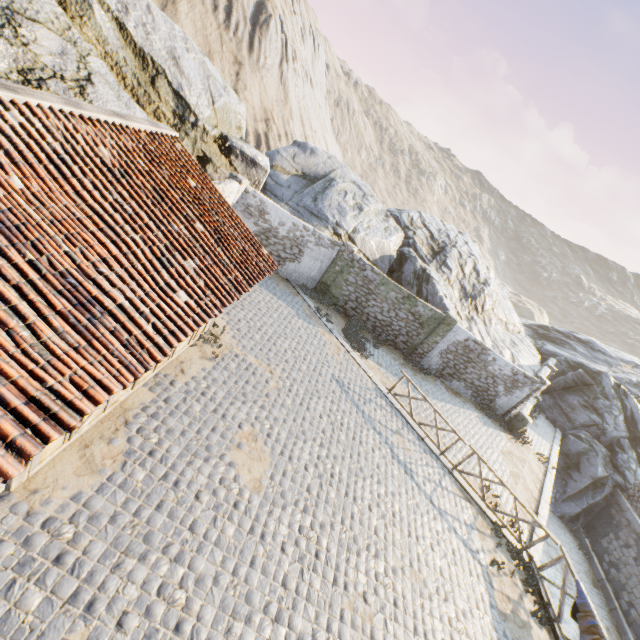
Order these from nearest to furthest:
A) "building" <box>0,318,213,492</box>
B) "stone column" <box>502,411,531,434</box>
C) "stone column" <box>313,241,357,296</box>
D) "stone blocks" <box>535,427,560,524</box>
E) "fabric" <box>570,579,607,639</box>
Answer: "building" <box>0,318,213,492</box>
"fabric" <box>570,579,607,639</box>
"stone blocks" <box>535,427,560,524</box>
"stone column" <box>313,241,357,296</box>
"stone column" <box>502,411,531,434</box>

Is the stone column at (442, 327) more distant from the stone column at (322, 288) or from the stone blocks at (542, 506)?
the stone column at (322, 288)

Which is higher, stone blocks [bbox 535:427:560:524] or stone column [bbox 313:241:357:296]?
stone column [bbox 313:241:357:296]

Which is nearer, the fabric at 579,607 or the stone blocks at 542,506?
the fabric at 579,607

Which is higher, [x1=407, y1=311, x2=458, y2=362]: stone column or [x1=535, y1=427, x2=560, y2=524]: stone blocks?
[x1=407, y1=311, x2=458, y2=362]: stone column

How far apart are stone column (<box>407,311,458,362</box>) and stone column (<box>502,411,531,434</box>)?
5.1m

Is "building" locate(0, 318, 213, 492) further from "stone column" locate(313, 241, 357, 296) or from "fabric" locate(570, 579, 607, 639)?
"fabric" locate(570, 579, 607, 639)

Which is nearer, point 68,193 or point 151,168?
point 68,193
